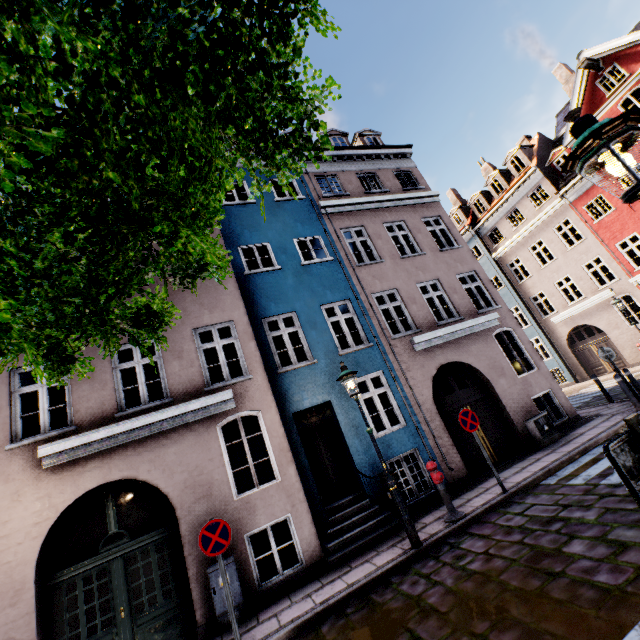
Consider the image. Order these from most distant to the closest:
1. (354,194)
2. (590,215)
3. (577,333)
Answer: (577,333) → (590,215) → (354,194)

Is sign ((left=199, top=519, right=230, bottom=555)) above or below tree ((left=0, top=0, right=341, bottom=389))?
below

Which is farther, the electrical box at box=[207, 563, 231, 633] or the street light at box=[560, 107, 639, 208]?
the electrical box at box=[207, 563, 231, 633]

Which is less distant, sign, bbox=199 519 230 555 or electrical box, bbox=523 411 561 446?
sign, bbox=199 519 230 555

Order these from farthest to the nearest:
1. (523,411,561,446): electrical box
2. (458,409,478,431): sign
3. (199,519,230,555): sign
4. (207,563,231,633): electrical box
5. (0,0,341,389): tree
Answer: (523,411,561,446): electrical box, (458,409,478,431): sign, (207,563,231,633): electrical box, (199,519,230,555): sign, (0,0,341,389): tree

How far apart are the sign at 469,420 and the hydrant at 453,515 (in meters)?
1.12

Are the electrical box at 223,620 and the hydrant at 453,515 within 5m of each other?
yes

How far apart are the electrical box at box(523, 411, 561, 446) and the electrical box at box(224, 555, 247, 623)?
9.17m
